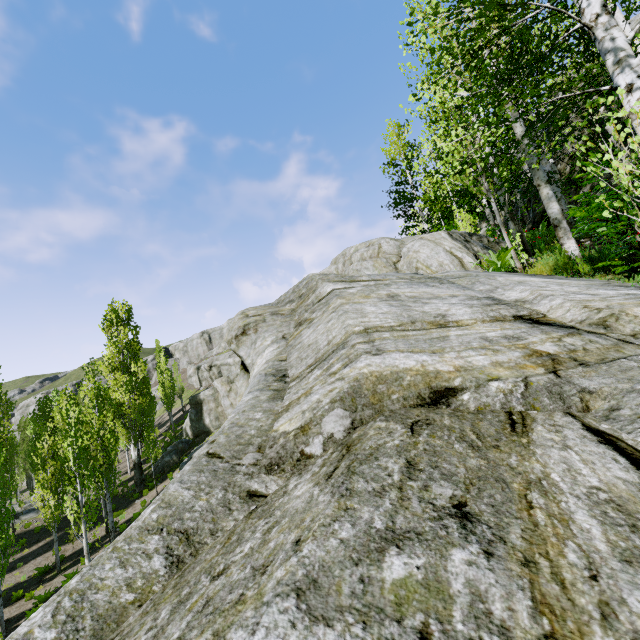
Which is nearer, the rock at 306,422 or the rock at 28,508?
the rock at 306,422

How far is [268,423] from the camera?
2.2m

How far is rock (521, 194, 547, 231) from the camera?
13.3 meters

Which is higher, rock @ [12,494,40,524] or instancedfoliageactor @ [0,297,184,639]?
instancedfoliageactor @ [0,297,184,639]

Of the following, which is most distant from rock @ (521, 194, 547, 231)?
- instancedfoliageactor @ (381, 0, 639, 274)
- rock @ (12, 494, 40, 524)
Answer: rock @ (12, 494, 40, 524)

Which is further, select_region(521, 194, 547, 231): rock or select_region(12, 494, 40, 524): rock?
select_region(12, 494, 40, 524): rock

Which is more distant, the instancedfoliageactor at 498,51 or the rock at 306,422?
the instancedfoliageactor at 498,51

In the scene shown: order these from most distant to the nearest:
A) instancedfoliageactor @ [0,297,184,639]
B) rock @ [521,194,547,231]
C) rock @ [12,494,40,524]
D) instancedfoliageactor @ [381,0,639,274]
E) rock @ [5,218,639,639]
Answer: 1. rock @ [12,494,40,524]
2. instancedfoliageactor @ [0,297,184,639]
3. rock @ [521,194,547,231]
4. instancedfoliageactor @ [381,0,639,274]
5. rock @ [5,218,639,639]
